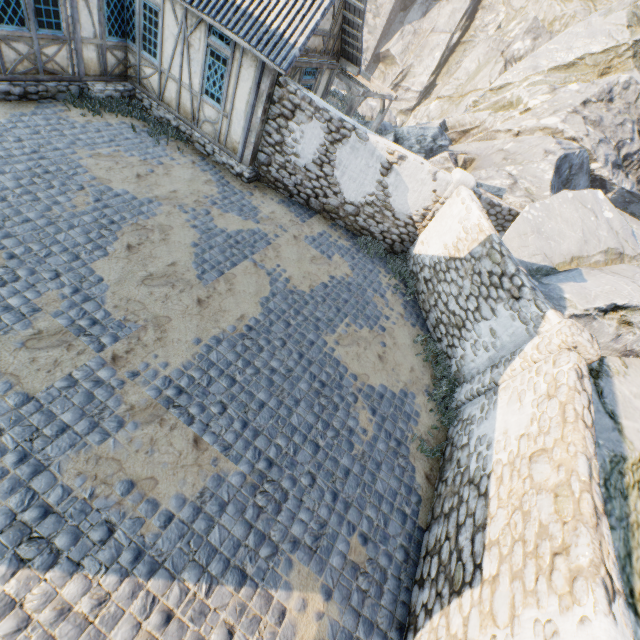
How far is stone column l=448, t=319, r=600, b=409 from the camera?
5.7m

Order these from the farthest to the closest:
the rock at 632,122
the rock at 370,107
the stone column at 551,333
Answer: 1. the rock at 370,107
2. the rock at 632,122
3. the stone column at 551,333

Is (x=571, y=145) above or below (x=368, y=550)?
above

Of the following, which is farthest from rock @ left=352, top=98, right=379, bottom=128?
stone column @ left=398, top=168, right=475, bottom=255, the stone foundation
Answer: the stone foundation

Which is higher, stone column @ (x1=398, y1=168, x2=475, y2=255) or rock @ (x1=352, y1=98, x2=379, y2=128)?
stone column @ (x1=398, y1=168, x2=475, y2=255)

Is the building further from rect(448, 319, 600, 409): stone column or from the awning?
Answer: rect(448, 319, 600, 409): stone column

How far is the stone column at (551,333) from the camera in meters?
5.7

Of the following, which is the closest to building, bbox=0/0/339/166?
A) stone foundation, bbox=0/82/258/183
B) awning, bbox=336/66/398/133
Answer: stone foundation, bbox=0/82/258/183
